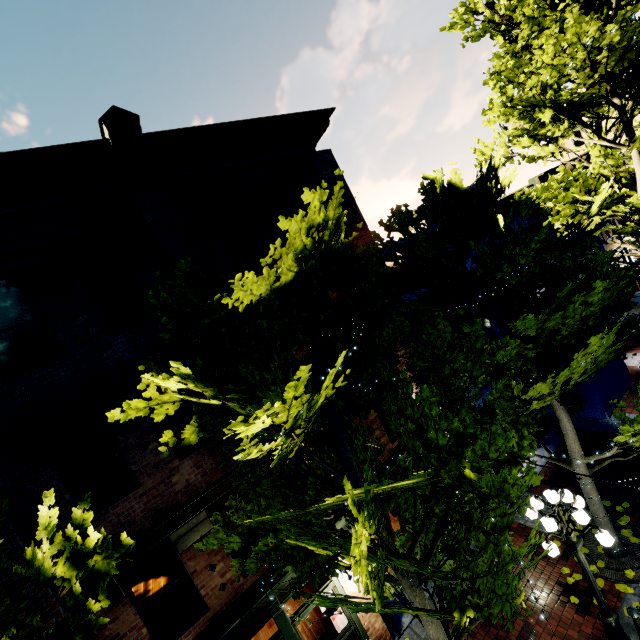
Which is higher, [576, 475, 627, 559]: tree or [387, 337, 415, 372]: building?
[387, 337, 415, 372]: building

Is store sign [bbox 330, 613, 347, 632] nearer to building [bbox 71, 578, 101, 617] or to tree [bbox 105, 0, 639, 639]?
building [bbox 71, 578, 101, 617]

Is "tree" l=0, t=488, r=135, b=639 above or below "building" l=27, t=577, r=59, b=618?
above

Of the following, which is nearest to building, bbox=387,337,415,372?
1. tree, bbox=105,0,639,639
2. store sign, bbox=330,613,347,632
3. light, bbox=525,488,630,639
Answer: tree, bbox=105,0,639,639

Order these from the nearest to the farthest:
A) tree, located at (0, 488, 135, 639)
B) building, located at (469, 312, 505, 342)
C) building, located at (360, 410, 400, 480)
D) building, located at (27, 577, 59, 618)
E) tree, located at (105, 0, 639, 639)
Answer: tree, located at (0, 488, 135, 639)
tree, located at (105, 0, 639, 639)
building, located at (27, 577, 59, 618)
building, located at (360, 410, 400, 480)
building, located at (469, 312, 505, 342)

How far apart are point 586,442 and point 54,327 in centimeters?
1647cm

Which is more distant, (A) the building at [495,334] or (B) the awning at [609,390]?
(A) the building at [495,334]

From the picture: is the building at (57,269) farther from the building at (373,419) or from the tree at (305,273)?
the building at (373,419)
